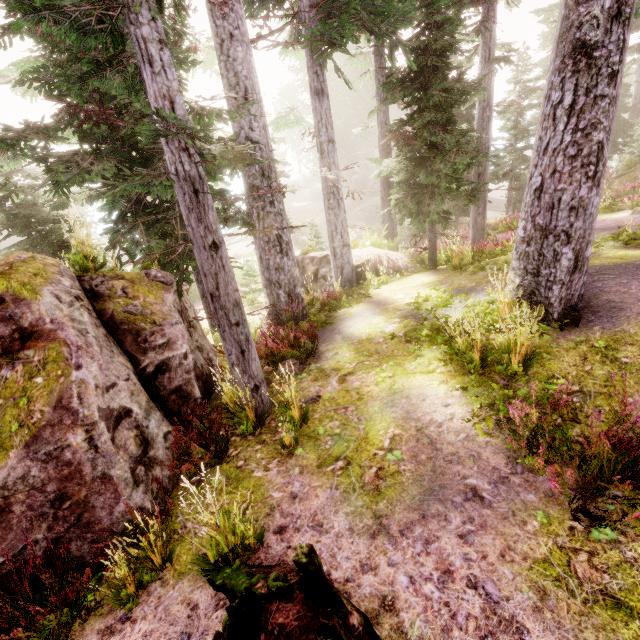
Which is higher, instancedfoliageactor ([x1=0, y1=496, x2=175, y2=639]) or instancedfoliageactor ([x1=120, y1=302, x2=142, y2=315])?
instancedfoliageactor ([x1=120, y1=302, x2=142, y2=315])

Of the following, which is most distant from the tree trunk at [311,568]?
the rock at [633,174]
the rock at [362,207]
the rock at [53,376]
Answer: the rock at [362,207]

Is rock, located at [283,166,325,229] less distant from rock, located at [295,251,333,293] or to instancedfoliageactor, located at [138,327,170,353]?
instancedfoliageactor, located at [138,327,170,353]

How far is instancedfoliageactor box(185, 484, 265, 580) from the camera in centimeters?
322cm

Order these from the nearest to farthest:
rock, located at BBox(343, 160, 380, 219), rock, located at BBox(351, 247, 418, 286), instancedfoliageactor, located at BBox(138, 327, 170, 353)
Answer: instancedfoliageactor, located at BBox(138, 327, 170, 353) → rock, located at BBox(351, 247, 418, 286) → rock, located at BBox(343, 160, 380, 219)

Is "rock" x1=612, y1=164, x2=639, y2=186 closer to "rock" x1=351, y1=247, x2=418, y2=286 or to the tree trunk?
"rock" x1=351, y1=247, x2=418, y2=286

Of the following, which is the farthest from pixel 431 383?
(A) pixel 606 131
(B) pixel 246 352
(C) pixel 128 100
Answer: (C) pixel 128 100

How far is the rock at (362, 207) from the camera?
39.59m
